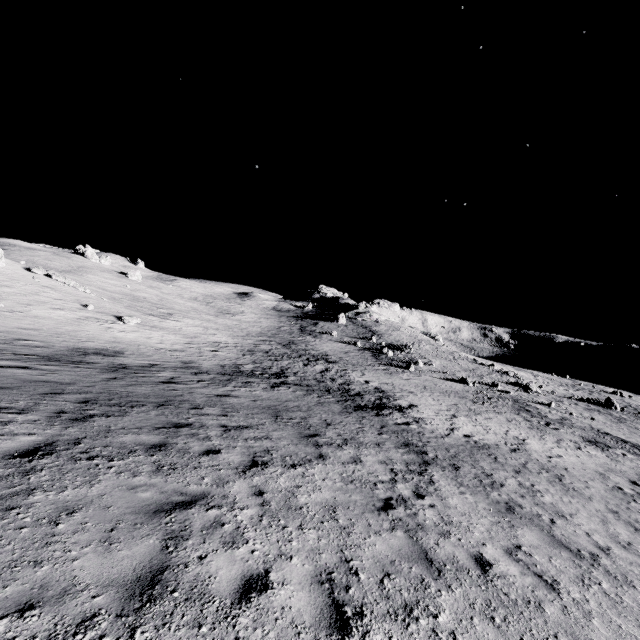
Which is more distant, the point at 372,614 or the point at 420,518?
the point at 420,518
